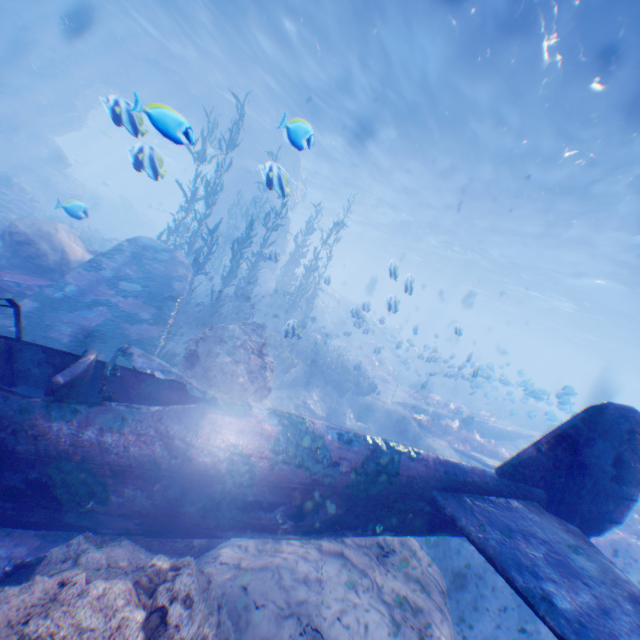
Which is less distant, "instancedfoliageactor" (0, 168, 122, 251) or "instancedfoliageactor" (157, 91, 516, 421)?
"instancedfoliageactor" (157, 91, 516, 421)

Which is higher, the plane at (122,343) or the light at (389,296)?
the light at (389,296)

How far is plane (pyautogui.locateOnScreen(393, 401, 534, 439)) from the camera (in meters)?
16.42

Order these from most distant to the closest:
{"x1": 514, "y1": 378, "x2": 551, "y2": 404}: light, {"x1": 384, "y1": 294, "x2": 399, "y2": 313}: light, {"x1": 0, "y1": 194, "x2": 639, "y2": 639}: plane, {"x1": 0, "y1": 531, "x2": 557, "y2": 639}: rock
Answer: {"x1": 514, "y1": 378, "x2": 551, "y2": 404}: light, {"x1": 384, "y1": 294, "x2": 399, "y2": 313}: light, {"x1": 0, "y1": 194, "x2": 639, "y2": 639}: plane, {"x1": 0, "y1": 531, "x2": 557, "y2": 639}: rock

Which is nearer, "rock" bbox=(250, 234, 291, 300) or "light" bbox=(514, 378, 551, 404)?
"rock" bbox=(250, 234, 291, 300)

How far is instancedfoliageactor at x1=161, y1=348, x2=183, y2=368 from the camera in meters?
6.2

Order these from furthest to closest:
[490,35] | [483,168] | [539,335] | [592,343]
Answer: [539,335] → [592,343] → [483,168] → [490,35]

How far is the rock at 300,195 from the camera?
21.77m
